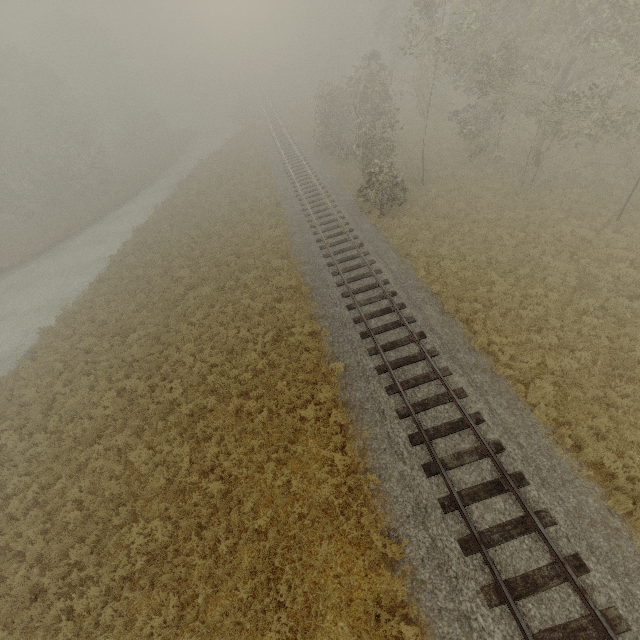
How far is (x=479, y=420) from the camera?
10.3 meters
